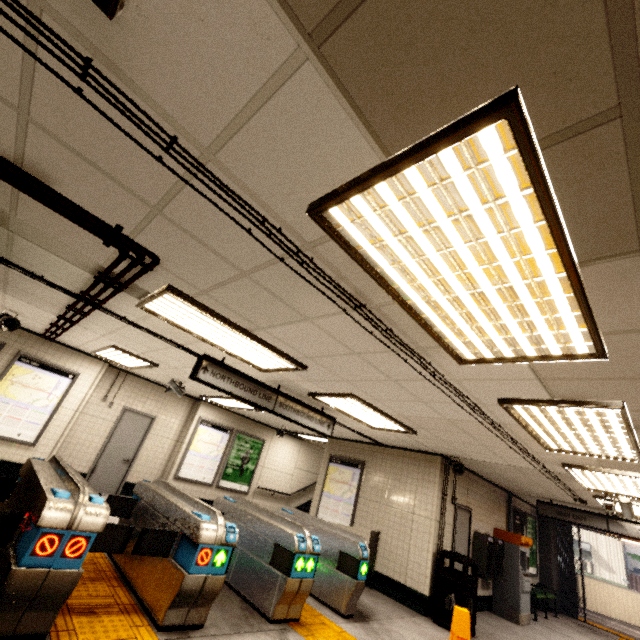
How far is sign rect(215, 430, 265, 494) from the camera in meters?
10.3 m

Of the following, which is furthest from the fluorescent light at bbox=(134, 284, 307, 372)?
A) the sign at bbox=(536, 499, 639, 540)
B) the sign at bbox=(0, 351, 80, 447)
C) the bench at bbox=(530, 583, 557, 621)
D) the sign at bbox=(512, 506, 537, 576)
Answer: the sign at bbox=(512, 506, 537, 576)

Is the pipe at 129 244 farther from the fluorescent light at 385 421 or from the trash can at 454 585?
the trash can at 454 585

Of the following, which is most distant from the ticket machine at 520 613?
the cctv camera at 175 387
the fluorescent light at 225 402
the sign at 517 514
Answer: the cctv camera at 175 387

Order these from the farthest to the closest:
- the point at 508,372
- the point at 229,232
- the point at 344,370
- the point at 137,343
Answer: the point at 137,343 → the point at 344,370 → the point at 508,372 → the point at 229,232

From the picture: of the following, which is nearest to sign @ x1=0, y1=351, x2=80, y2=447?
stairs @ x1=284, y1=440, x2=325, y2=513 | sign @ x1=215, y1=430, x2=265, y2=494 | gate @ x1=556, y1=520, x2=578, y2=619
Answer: sign @ x1=215, y1=430, x2=265, y2=494

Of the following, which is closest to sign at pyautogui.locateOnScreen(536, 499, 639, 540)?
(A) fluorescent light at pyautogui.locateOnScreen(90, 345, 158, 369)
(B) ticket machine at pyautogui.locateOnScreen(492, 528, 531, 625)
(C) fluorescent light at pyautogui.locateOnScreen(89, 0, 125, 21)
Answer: (B) ticket machine at pyautogui.locateOnScreen(492, 528, 531, 625)

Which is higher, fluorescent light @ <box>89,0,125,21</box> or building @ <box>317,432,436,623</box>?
fluorescent light @ <box>89,0,125,21</box>
